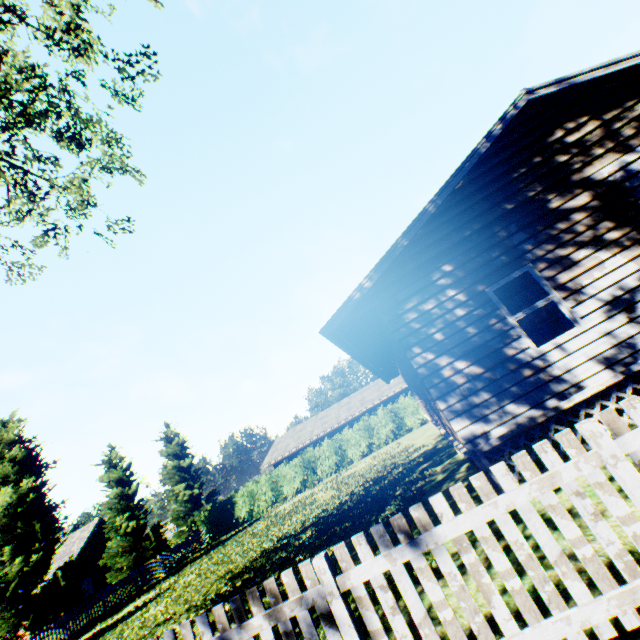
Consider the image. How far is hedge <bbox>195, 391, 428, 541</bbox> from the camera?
26.7 meters

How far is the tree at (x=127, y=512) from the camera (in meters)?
24.05

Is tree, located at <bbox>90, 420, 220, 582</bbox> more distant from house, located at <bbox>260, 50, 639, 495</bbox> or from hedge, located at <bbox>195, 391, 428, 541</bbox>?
house, located at <bbox>260, 50, 639, 495</bbox>

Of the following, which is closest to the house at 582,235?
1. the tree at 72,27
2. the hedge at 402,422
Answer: the hedge at 402,422

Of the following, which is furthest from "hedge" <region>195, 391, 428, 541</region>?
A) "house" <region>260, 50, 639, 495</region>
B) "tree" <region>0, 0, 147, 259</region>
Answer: "tree" <region>0, 0, 147, 259</region>

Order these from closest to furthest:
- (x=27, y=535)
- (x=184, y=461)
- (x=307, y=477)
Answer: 1. (x=27, y=535)
2. (x=307, y=477)
3. (x=184, y=461)

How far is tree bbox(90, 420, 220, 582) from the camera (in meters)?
24.05
